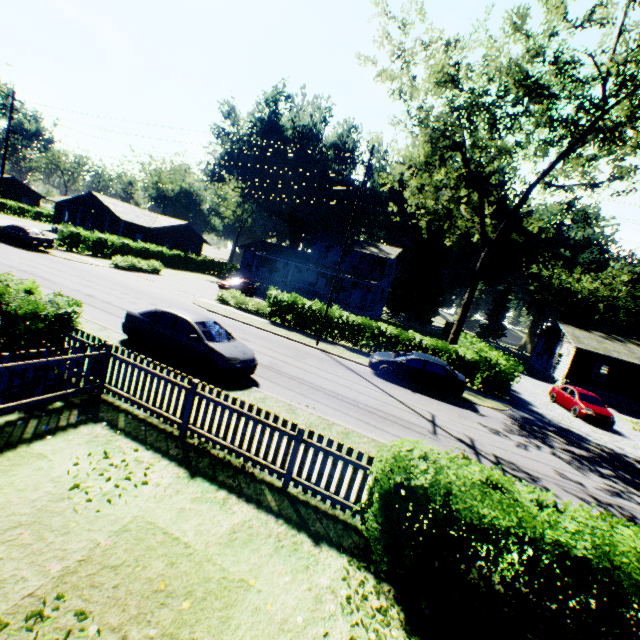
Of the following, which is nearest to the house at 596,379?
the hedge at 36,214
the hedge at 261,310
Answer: the hedge at 261,310

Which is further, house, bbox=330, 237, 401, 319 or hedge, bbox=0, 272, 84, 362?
house, bbox=330, 237, 401, 319

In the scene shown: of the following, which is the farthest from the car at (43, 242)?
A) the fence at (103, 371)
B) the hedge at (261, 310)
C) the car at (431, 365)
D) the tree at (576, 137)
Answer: the tree at (576, 137)

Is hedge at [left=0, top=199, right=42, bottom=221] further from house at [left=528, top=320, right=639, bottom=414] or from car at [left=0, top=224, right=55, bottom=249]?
house at [left=528, top=320, right=639, bottom=414]

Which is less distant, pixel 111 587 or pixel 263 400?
pixel 111 587

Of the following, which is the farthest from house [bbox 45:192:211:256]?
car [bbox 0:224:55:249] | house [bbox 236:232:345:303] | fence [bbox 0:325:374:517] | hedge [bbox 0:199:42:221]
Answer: fence [bbox 0:325:374:517]

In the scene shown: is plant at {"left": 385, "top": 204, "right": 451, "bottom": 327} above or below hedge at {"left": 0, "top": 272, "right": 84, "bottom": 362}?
above

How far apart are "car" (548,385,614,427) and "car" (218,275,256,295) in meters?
28.9
